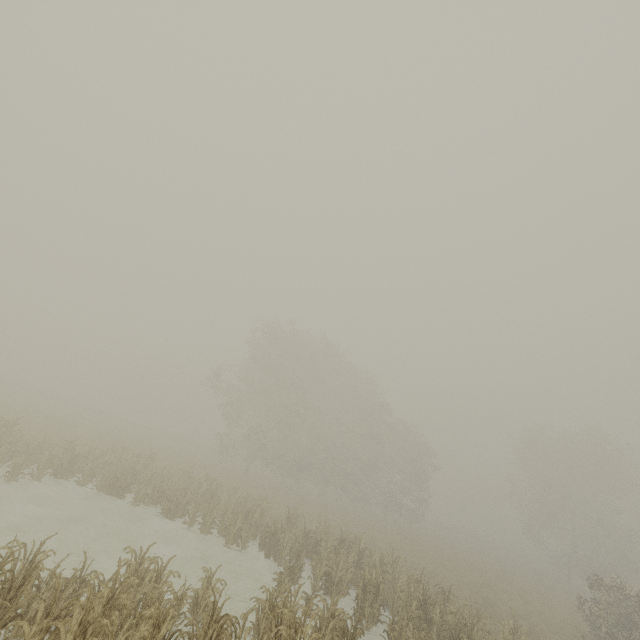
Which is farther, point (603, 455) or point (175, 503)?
point (603, 455)
